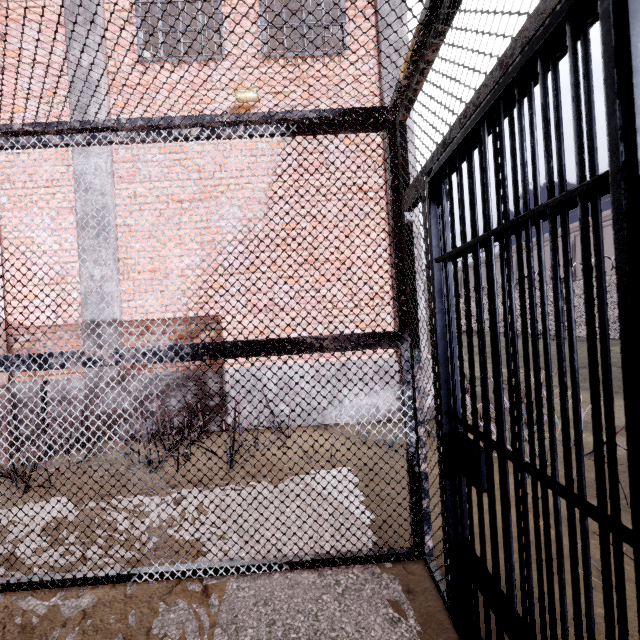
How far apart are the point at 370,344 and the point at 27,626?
2.6m

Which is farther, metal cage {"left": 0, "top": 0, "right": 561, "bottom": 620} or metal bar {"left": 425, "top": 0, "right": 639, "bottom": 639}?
metal cage {"left": 0, "top": 0, "right": 561, "bottom": 620}

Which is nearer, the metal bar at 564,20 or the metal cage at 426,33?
the metal bar at 564,20
